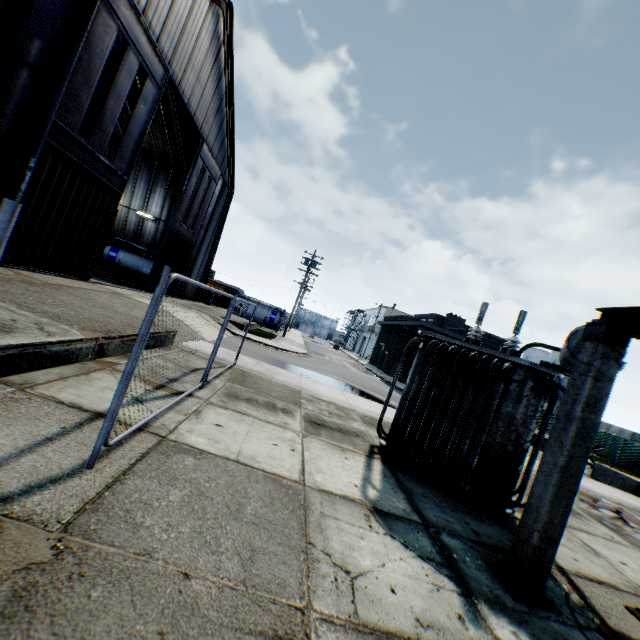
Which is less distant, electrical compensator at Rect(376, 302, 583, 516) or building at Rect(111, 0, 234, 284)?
electrical compensator at Rect(376, 302, 583, 516)

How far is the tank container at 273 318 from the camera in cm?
4153

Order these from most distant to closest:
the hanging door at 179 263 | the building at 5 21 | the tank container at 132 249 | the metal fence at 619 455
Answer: the metal fence at 619 455
the tank container at 132 249
the hanging door at 179 263
the building at 5 21

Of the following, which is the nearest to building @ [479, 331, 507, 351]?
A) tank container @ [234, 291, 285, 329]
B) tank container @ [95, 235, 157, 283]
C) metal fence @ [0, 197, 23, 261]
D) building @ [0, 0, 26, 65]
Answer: metal fence @ [0, 197, 23, 261]

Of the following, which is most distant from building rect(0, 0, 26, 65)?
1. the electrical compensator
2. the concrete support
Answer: the concrete support

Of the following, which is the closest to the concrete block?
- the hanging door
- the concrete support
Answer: the concrete support

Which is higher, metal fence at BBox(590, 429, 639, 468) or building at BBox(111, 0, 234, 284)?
building at BBox(111, 0, 234, 284)

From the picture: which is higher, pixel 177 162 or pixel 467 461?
pixel 177 162
